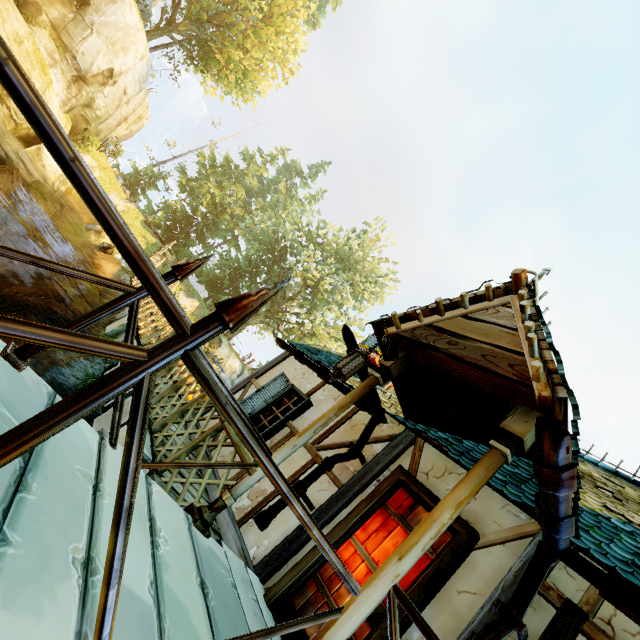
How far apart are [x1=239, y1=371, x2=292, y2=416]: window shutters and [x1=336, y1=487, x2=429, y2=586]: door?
2.2 meters

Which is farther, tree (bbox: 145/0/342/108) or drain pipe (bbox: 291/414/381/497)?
tree (bbox: 145/0/342/108)

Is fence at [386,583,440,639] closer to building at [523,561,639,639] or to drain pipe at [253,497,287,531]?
building at [523,561,639,639]

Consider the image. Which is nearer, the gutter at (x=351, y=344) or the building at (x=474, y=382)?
the building at (x=474, y=382)

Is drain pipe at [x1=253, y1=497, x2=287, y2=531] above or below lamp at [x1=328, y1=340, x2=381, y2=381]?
below

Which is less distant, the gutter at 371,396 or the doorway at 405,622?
the doorway at 405,622

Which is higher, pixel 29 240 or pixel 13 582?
pixel 13 582
